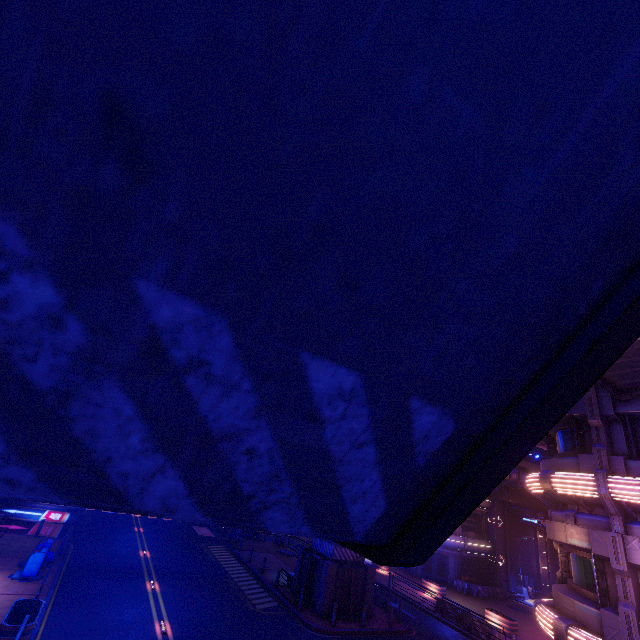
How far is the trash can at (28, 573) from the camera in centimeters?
1608cm

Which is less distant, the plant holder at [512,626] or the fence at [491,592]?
the plant holder at [512,626]

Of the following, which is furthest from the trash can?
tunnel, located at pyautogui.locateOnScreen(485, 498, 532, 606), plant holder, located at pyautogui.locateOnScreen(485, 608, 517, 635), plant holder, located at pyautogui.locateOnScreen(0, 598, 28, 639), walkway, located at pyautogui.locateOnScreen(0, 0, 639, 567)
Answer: tunnel, located at pyautogui.locateOnScreen(485, 498, 532, 606)

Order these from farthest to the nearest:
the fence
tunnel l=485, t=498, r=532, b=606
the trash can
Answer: tunnel l=485, t=498, r=532, b=606 → the fence → the trash can

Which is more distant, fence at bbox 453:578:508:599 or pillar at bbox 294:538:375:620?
fence at bbox 453:578:508:599

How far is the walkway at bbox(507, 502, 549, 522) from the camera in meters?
36.9

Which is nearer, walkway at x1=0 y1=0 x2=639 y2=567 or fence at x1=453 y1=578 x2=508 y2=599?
walkway at x1=0 y1=0 x2=639 y2=567

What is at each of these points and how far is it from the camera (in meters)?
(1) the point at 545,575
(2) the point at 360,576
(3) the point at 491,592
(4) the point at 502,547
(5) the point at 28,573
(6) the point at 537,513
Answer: (1) tunnel, 39.91
(2) pillar, 21.44
(3) fence, 32.66
(4) tunnel, 37.44
(5) trash can, 16.20
(6) walkway, 37.53
